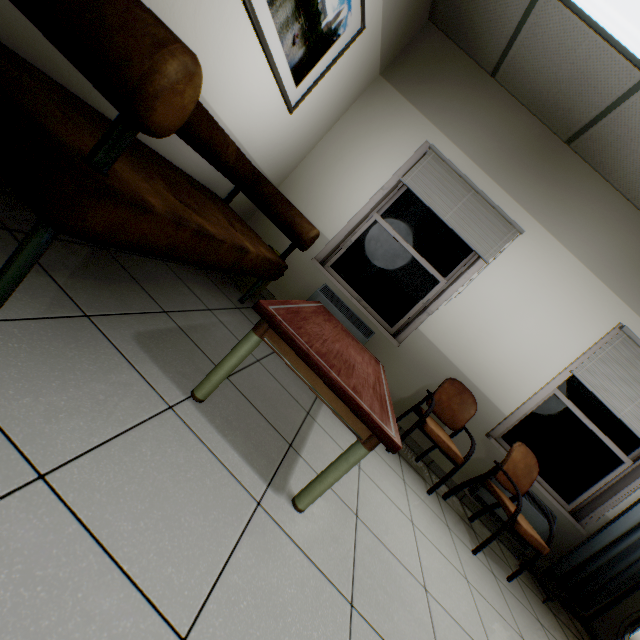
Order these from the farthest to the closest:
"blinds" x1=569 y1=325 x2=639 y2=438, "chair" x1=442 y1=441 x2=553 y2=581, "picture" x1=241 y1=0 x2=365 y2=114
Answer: "blinds" x1=569 y1=325 x2=639 y2=438 → "chair" x1=442 y1=441 x2=553 y2=581 → "picture" x1=241 y1=0 x2=365 y2=114

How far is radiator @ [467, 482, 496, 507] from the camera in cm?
338

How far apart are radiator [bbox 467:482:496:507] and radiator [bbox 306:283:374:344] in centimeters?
195cm

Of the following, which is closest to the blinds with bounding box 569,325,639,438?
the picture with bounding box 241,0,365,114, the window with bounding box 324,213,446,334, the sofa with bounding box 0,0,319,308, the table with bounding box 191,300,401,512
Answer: the window with bounding box 324,213,446,334

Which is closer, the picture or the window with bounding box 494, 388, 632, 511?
the picture

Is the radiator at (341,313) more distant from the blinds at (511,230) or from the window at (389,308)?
the blinds at (511,230)

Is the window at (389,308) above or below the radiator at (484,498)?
above

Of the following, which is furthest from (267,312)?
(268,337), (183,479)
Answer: (183,479)
